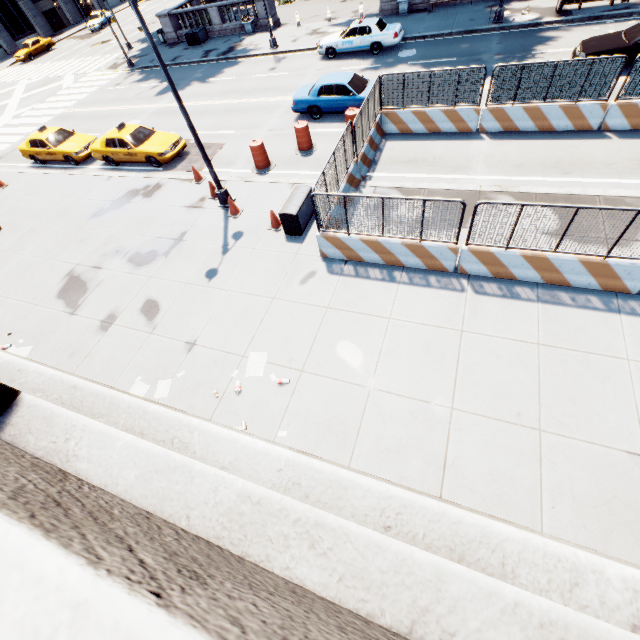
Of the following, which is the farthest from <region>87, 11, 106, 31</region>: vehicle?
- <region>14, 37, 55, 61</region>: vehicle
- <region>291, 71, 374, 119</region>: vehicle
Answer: <region>291, 71, 374, 119</region>: vehicle

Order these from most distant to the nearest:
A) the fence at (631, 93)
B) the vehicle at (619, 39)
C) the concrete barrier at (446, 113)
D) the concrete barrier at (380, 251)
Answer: the vehicle at (619, 39)
the concrete barrier at (446, 113)
the fence at (631, 93)
the concrete barrier at (380, 251)

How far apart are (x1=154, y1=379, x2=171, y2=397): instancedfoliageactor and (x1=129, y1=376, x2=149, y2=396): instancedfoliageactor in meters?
0.2 m

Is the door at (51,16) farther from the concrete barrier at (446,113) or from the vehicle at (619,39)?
the vehicle at (619,39)

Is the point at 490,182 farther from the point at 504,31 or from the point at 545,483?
the point at 504,31

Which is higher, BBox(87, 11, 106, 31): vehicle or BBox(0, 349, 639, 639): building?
BBox(0, 349, 639, 639): building

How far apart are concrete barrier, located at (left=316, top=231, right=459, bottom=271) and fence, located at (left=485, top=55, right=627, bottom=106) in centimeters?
0cm

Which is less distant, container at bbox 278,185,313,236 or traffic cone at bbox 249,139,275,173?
container at bbox 278,185,313,236
